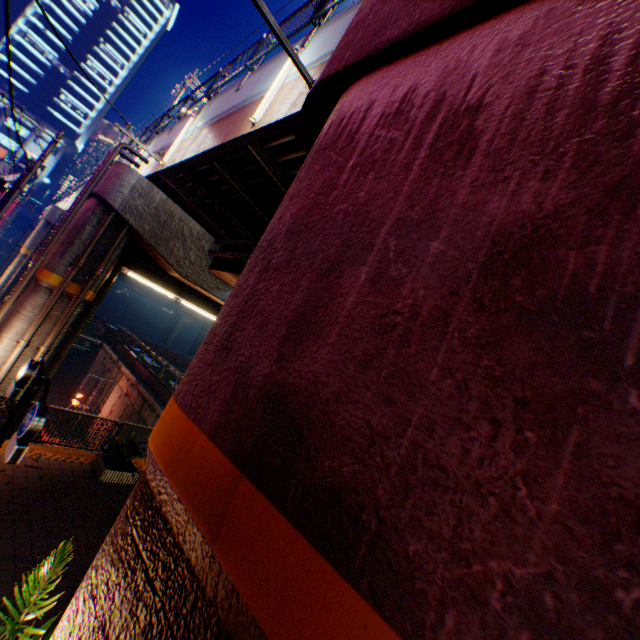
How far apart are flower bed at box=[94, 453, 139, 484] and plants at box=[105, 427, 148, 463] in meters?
0.0

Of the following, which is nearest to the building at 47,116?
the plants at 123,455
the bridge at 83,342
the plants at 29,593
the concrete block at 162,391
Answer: the concrete block at 162,391

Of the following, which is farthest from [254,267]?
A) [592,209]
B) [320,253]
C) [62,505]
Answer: [62,505]

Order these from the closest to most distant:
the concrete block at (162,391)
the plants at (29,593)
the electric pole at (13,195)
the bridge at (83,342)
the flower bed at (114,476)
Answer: the plants at (29,593) < the flower bed at (114,476) < the electric pole at (13,195) < the concrete block at (162,391) < the bridge at (83,342)

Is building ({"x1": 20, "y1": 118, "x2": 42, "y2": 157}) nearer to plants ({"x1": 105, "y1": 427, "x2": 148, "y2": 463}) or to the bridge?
the bridge

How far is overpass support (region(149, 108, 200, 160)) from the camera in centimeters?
1048cm

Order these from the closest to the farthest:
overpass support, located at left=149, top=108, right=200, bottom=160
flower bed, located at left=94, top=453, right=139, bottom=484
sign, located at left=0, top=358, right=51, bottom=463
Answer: sign, located at left=0, top=358, right=51, bottom=463 < flower bed, located at left=94, top=453, right=139, bottom=484 < overpass support, located at left=149, top=108, right=200, bottom=160

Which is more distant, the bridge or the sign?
the bridge
